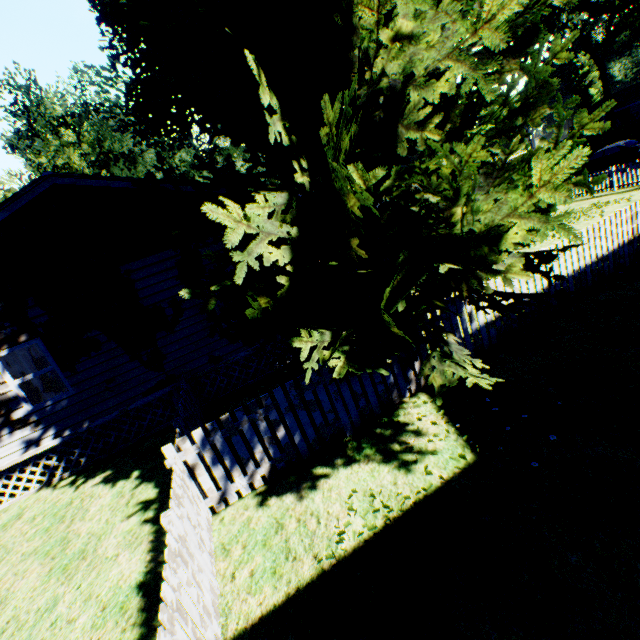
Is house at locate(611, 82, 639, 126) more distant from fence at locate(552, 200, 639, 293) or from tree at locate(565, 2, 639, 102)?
fence at locate(552, 200, 639, 293)

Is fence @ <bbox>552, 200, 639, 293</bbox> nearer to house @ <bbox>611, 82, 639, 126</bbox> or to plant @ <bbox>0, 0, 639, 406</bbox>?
plant @ <bbox>0, 0, 639, 406</bbox>

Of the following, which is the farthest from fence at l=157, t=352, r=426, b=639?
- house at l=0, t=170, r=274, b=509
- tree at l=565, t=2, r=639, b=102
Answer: tree at l=565, t=2, r=639, b=102

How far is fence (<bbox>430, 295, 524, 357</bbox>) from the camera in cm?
638

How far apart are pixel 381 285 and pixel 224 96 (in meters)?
3.16

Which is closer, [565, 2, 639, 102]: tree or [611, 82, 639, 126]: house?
[565, 2, 639, 102]: tree

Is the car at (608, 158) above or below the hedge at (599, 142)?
below

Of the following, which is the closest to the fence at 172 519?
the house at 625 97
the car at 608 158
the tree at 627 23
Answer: the car at 608 158
